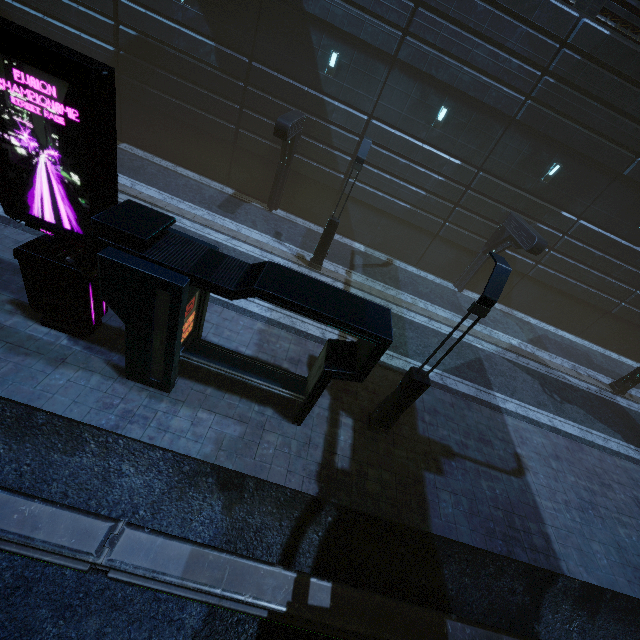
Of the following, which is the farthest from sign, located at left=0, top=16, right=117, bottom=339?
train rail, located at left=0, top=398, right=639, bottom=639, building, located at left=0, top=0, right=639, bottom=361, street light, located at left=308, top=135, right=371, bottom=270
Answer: street light, located at left=308, top=135, right=371, bottom=270

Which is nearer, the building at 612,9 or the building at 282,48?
the building at 612,9

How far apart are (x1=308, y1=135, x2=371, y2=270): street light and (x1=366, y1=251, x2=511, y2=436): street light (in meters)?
7.25

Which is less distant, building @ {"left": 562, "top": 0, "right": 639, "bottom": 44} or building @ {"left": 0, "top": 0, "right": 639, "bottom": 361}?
building @ {"left": 562, "top": 0, "right": 639, "bottom": 44}

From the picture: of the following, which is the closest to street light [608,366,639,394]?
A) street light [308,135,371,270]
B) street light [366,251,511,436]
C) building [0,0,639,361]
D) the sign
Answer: building [0,0,639,361]

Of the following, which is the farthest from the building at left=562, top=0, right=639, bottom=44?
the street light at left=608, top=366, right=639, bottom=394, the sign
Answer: the street light at left=608, top=366, right=639, bottom=394

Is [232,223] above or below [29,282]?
below

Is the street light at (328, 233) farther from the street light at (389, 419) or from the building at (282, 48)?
the street light at (389, 419)
